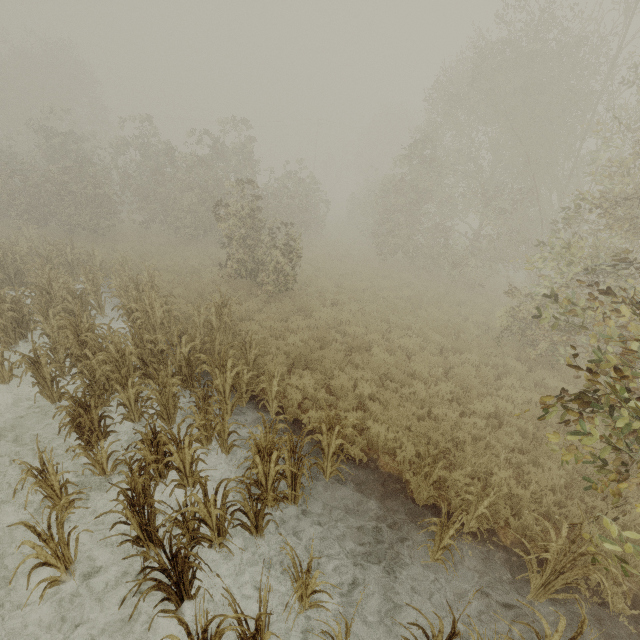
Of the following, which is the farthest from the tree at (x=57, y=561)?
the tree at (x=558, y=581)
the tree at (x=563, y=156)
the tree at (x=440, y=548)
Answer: the tree at (x=563, y=156)

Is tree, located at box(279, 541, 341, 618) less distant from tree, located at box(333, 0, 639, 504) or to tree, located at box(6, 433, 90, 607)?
tree, located at box(6, 433, 90, 607)

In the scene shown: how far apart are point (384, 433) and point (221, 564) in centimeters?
356cm

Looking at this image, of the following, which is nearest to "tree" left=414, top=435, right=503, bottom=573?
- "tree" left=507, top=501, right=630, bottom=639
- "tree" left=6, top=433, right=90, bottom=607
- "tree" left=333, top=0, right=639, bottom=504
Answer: "tree" left=6, top=433, right=90, bottom=607

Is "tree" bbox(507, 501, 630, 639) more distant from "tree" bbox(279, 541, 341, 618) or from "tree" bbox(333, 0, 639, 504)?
"tree" bbox(333, 0, 639, 504)

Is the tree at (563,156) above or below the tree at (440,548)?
above
